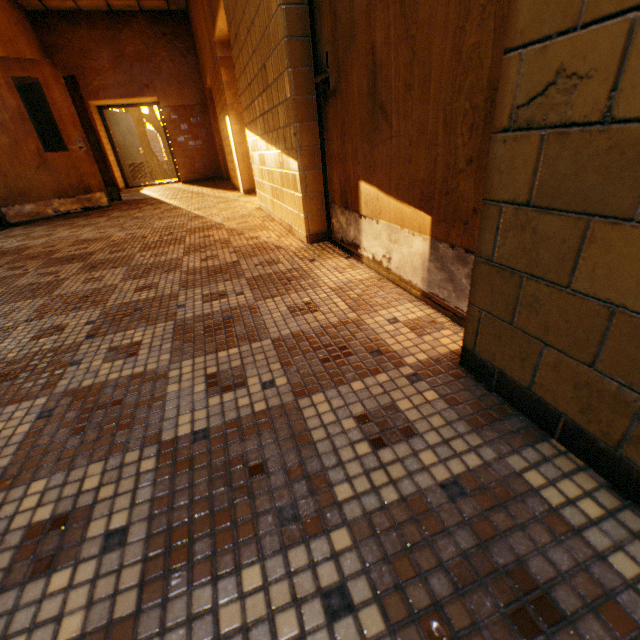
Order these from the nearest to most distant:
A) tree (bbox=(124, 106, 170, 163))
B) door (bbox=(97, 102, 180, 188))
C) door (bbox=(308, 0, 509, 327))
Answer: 1. door (bbox=(308, 0, 509, 327))
2. door (bbox=(97, 102, 180, 188))
3. tree (bbox=(124, 106, 170, 163))

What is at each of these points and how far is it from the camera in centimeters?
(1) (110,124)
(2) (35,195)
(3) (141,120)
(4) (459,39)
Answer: (1) door, 956cm
(2) door, 504cm
(3) tree, 1841cm
(4) door, 97cm

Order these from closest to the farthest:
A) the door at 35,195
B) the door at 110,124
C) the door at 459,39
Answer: the door at 459,39, the door at 35,195, the door at 110,124

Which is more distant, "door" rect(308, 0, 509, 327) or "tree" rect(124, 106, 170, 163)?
"tree" rect(124, 106, 170, 163)

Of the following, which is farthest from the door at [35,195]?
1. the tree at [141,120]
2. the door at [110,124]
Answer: the tree at [141,120]

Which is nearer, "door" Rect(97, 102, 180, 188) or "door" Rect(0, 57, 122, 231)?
"door" Rect(0, 57, 122, 231)

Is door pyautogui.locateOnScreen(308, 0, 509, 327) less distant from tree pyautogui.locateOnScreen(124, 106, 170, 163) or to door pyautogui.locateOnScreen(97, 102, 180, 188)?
door pyautogui.locateOnScreen(97, 102, 180, 188)

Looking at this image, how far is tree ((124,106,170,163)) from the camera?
18.1 meters
